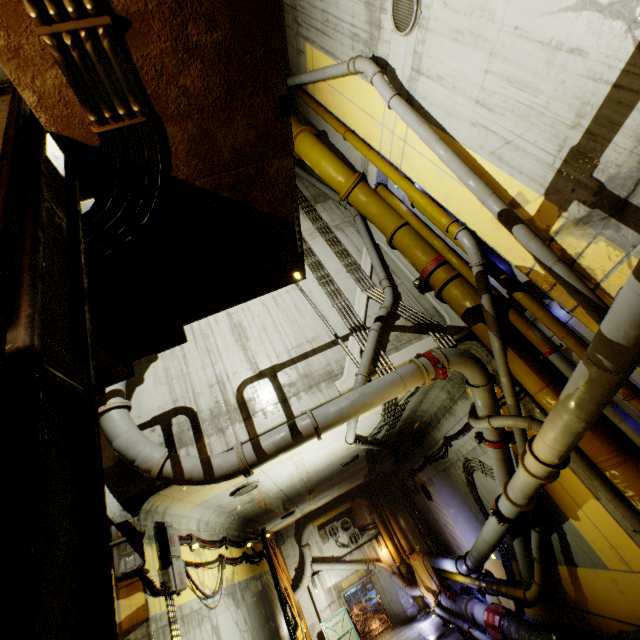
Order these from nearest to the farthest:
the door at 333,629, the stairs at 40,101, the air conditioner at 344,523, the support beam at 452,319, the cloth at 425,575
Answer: the stairs at 40,101 → the support beam at 452,319 → the cloth at 425,575 → the door at 333,629 → the air conditioner at 344,523

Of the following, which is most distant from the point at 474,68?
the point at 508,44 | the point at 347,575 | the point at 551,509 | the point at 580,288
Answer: the point at 347,575

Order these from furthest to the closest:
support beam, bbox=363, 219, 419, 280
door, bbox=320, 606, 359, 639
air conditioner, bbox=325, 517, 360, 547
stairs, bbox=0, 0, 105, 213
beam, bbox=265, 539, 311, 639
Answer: air conditioner, bbox=325, 517, 360, 547
door, bbox=320, 606, 359, 639
beam, bbox=265, 539, 311, 639
support beam, bbox=363, 219, 419, 280
stairs, bbox=0, 0, 105, 213

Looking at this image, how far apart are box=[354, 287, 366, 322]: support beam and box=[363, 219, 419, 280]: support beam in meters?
0.3 m

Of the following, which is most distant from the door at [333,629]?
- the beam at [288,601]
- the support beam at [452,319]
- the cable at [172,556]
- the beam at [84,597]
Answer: the beam at [84,597]

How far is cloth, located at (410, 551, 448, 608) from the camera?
15.90m

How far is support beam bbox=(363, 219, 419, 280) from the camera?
8.98m

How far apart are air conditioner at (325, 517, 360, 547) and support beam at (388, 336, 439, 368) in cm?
1751
